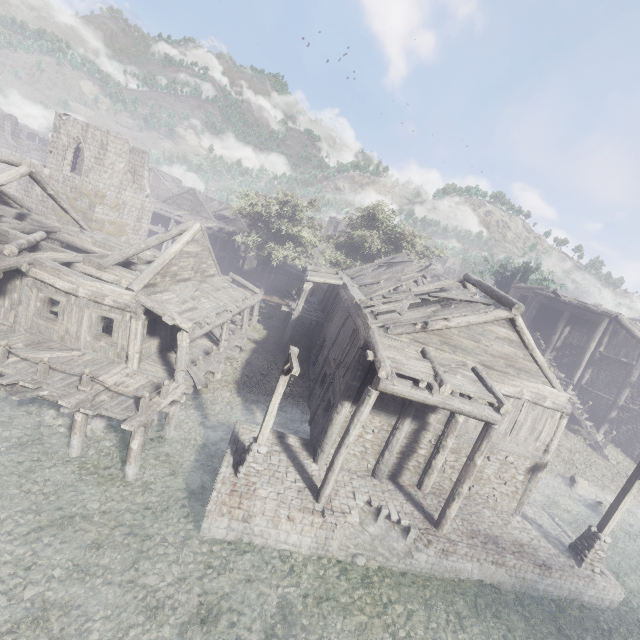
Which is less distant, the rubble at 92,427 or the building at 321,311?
the building at 321,311

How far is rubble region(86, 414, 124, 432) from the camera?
12.5 meters

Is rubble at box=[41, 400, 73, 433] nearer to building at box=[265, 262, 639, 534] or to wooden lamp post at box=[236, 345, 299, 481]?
building at box=[265, 262, 639, 534]

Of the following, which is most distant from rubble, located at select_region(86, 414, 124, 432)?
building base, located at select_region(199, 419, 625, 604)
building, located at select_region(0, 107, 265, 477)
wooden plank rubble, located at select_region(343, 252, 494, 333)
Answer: wooden plank rubble, located at select_region(343, 252, 494, 333)

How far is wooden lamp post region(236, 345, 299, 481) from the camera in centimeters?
974cm

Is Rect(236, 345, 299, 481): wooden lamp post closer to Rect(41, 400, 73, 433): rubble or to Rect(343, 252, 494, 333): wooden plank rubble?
Rect(343, 252, 494, 333): wooden plank rubble

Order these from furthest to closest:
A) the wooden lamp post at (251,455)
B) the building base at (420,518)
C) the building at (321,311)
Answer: the building at (321,311) → the building base at (420,518) → the wooden lamp post at (251,455)

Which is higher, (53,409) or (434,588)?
(434,588)
